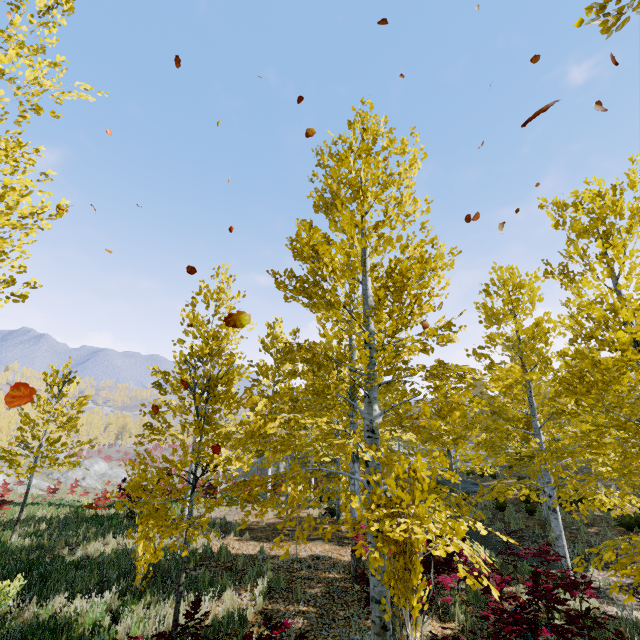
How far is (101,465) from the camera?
42.8m

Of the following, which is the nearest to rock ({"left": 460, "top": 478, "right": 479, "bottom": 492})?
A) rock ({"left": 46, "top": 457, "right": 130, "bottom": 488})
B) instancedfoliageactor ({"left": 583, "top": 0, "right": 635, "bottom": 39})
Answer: instancedfoliageactor ({"left": 583, "top": 0, "right": 635, "bottom": 39})

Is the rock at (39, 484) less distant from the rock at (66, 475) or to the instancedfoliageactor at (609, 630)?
the instancedfoliageactor at (609, 630)

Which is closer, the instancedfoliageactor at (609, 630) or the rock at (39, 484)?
the instancedfoliageactor at (609, 630)

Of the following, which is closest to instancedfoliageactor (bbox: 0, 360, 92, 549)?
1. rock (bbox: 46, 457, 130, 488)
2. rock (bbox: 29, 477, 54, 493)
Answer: rock (bbox: 29, 477, 54, 493)

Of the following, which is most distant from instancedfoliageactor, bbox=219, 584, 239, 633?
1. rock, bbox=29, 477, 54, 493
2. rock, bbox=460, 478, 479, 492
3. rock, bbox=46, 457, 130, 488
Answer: rock, bbox=46, 457, 130, 488

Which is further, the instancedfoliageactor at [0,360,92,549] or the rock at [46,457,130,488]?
the rock at [46,457,130,488]
